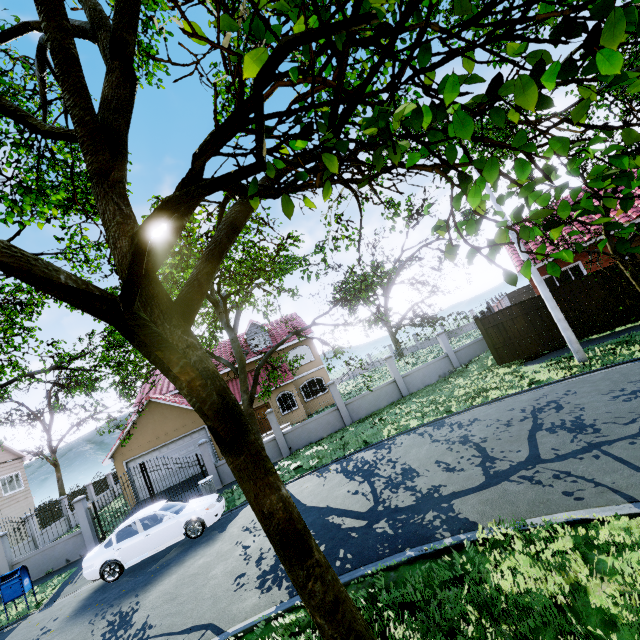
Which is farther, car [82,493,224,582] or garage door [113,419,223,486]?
garage door [113,419,223,486]

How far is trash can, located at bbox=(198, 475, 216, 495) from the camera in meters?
14.0

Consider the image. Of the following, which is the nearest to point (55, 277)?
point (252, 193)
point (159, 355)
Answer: point (159, 355)

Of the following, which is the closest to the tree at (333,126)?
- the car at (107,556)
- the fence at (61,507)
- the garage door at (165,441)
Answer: the fence at (61,507)

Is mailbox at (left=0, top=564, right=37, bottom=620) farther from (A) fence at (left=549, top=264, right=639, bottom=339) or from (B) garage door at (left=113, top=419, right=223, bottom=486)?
(B) garage door at (left=113, top=419, right=223, bottom=486)

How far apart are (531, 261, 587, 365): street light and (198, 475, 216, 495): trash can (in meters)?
15.00

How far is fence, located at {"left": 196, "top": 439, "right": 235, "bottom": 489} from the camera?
16.1 meters

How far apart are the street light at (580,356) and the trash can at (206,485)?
15.0 meters
